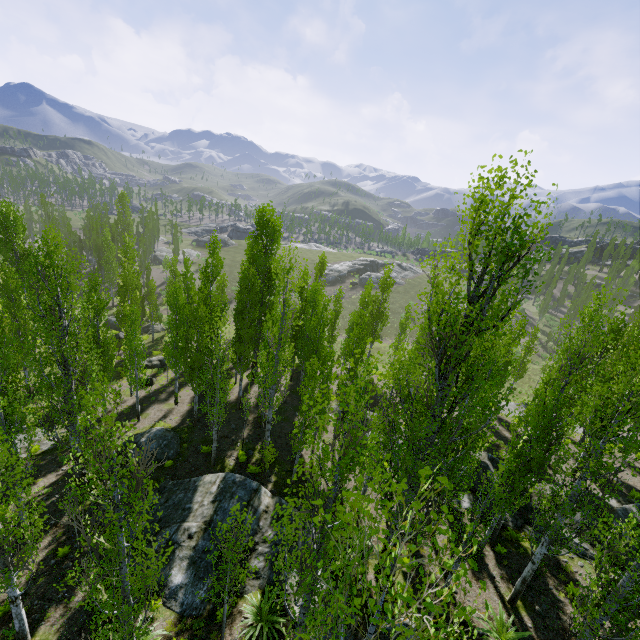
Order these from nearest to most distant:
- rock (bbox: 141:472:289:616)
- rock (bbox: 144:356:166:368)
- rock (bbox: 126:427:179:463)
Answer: rock (bbox: 141:472:289:616)
rock (bbox: 126:427:179:463)
rock (bbox: 144:356:166:368)

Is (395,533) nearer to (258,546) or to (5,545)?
(258,546)

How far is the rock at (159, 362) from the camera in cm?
3159

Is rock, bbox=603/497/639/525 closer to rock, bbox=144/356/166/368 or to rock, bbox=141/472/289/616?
rock, bbox=141/472/289/616

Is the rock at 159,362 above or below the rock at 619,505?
below

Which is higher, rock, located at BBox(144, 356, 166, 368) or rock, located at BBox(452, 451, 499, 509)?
rock, located at BBox(452, 451, 499, 509)

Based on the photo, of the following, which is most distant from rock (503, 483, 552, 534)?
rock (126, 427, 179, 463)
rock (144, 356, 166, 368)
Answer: rock (144, 356, 166, 368)

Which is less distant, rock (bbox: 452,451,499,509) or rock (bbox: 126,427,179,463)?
rock (bbox: 452,451,499,509)
